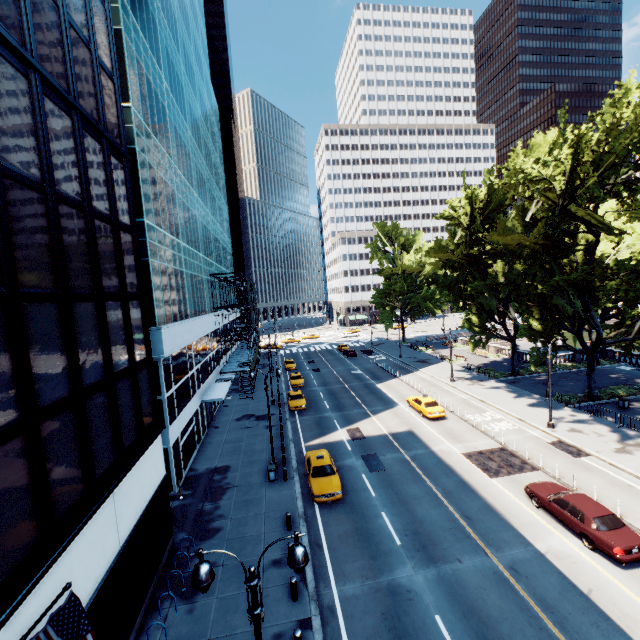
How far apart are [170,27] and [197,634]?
44.73m

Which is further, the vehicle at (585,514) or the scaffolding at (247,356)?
the scaffolding at (247,356)

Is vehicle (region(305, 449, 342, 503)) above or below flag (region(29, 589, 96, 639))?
below

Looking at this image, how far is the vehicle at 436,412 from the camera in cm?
2948

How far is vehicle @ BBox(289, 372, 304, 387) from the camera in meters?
42.8

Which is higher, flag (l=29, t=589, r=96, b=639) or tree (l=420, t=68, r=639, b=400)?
tree (l=420, t=68, r=639, b=400)

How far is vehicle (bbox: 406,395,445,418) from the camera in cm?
2948

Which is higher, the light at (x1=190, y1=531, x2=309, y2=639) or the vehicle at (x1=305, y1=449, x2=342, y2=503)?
the light at (x1=190, y1=531, x2=309, y2=639)
